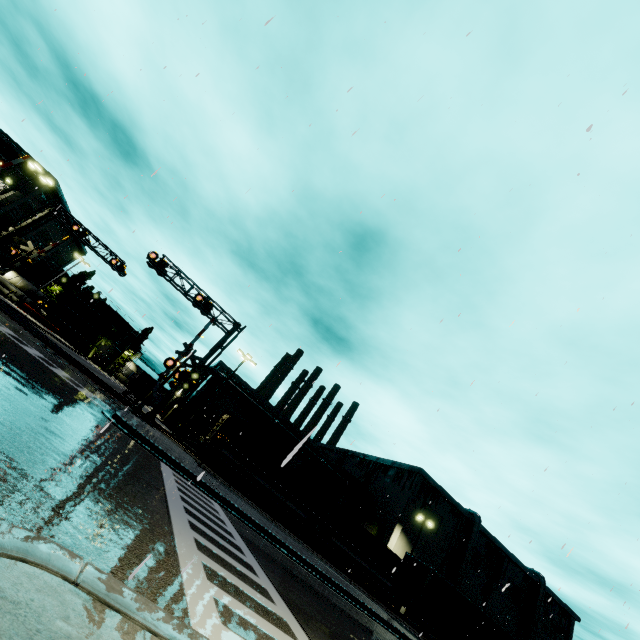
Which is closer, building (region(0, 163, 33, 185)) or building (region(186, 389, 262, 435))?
building (region(0, 163, 33, 185))

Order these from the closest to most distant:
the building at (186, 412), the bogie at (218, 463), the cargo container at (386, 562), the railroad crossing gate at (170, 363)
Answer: the railroad crossing gate at (170, 363), the bogie at (218, 463), the cargo container at (386, 562), the building at (186, 412)

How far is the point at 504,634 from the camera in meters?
21.8

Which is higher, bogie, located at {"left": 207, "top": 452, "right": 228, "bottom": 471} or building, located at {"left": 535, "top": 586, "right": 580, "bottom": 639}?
building, located at {"left": 535, "top": 586, "right": 580, "bottom": 639}

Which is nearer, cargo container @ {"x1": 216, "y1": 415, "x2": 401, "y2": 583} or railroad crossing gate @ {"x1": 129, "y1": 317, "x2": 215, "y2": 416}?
railroad crossing gate @ {"x1": 129, "y1": 317, "x2": 215, "y2": 416}

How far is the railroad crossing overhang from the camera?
20.9 meters

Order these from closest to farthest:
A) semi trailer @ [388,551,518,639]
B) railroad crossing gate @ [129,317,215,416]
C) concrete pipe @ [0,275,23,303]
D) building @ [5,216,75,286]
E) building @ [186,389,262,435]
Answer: railroad crossing gate @ [129,317,215,416], semi trailer @ [388,551,518,639], building @ [186,389,262,435], concrete pipe @ [0,275,23,303], building @ [5,216,75,286]

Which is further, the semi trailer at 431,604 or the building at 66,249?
the building at 66,249
